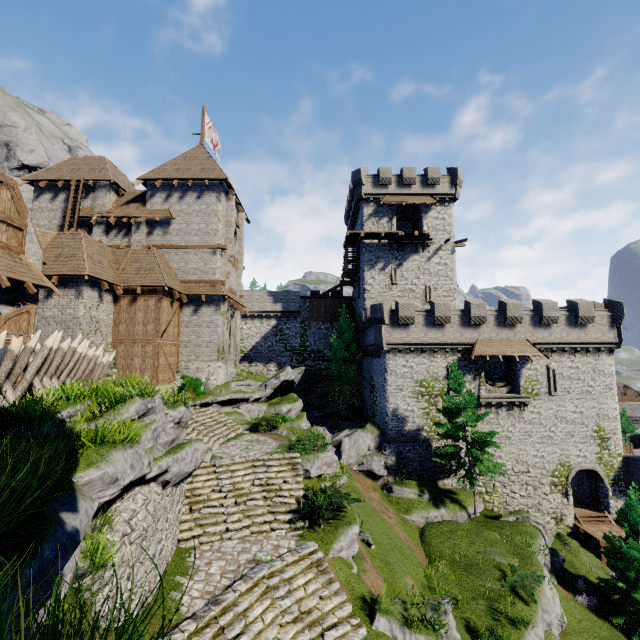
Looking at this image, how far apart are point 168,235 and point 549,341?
32.2m

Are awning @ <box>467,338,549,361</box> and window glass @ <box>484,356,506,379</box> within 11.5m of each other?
yes

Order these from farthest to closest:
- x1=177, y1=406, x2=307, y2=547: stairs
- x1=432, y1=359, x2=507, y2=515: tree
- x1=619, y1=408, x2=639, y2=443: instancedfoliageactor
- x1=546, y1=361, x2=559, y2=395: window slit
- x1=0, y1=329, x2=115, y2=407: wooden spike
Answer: x1=619, y1=408, x2=639, y2=443: instancedfoliageactor
x1=546, y1=361, x2=559, y2=395: window slit
x1=432, y1=359, x2=507, y2=515: tree
x1=177, y1=406, x2=307, y2=547: stairs
x1=0, y1=329, x2=115, y2=407: wooden spike

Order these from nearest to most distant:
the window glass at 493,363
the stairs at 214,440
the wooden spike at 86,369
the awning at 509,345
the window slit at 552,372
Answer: the wooden spike at 86,369
the stairs at 214,440
the awning at 509,345
the window slit at 552,372
the window glass at 493,363

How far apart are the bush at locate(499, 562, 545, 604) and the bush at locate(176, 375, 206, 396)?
19.3 meters

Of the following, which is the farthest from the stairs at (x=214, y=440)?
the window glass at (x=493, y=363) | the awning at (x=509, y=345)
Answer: the window glass at (x=493, y=363)

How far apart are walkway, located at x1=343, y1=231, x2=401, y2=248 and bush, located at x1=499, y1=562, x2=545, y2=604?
25.9m

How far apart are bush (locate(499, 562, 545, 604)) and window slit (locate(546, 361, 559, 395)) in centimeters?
1463cm
